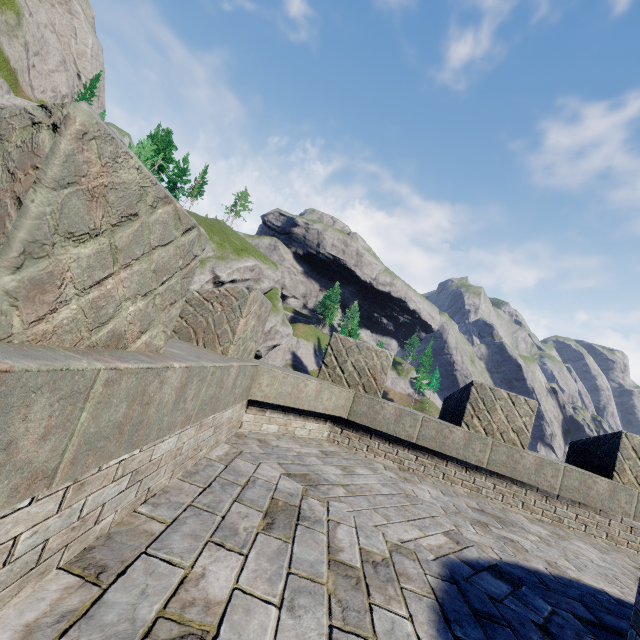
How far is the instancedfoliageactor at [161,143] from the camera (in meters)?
45.22

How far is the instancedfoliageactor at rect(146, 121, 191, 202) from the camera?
45.2 meters

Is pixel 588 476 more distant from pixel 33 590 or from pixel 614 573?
pixel 33 590
